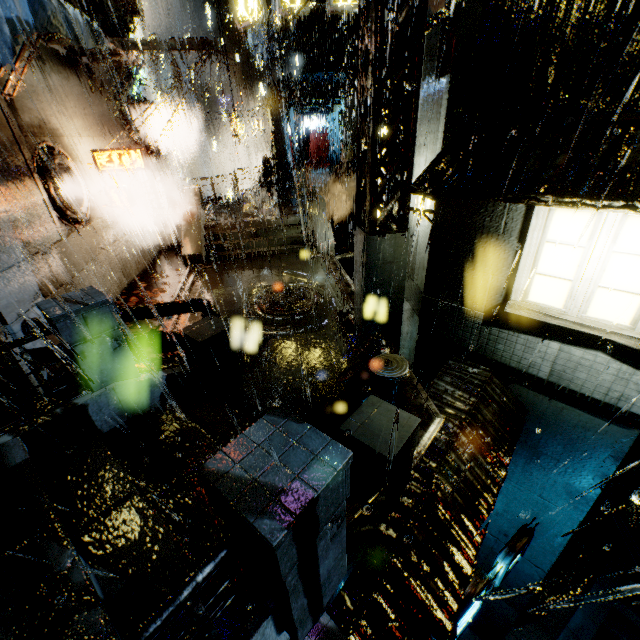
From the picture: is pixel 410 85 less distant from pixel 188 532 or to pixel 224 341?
pixel 224 341

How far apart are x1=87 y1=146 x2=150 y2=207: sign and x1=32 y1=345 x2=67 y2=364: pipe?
6.8 meters

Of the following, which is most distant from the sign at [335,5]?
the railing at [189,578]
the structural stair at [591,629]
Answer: the railing at [189,578]

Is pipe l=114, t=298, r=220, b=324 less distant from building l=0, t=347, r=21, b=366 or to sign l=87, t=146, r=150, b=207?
building l=0, t=347, r=21, b=366

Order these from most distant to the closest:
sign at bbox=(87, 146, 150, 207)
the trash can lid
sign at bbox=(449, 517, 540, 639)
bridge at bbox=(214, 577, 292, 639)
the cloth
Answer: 1. sign at bbox=(87, 146, 150, 207)
2. the trash can lid
3. sign at bbox=(449, 517, 540, 639)
4. the cloth
5. bridge at bbox=(214, 577, 292, 639)

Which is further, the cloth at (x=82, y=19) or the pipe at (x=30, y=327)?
the pipe at (x=30, y=327)
